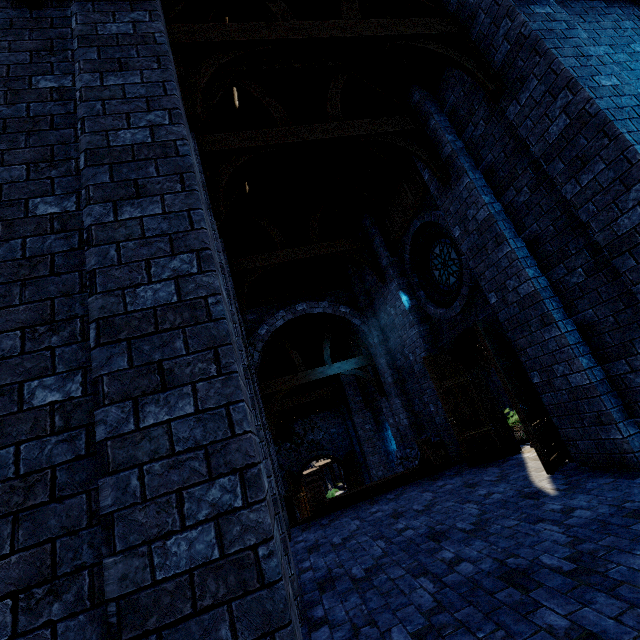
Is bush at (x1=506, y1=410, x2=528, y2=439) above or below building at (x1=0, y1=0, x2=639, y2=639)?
below

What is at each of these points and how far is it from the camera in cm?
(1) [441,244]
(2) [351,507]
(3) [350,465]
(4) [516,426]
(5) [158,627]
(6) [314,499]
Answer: (1) window glass, 777
(2) wooden beam, 707
(3) double door, 1809
(4) bush, 870
(5) building, 151
(6) stairs, 699

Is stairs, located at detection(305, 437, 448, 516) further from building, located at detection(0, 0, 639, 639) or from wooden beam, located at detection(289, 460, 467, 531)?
building, located at detection(0, 0, 639, 639)

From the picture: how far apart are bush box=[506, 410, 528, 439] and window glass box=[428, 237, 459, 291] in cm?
366

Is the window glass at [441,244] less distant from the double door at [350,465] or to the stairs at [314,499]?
the stairs at [314,499]

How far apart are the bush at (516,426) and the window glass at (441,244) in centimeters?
366cm

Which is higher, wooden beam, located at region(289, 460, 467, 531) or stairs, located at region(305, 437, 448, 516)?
stairs, located at region(305, 437, 448, 516)

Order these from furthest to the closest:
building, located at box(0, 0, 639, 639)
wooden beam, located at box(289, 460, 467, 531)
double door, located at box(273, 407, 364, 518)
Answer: double door, located at box(273, 407, 364, 518) < wooden beam, located at box(289, 460, 467, 531) < building, located at box(0, 0, 639, 639)
